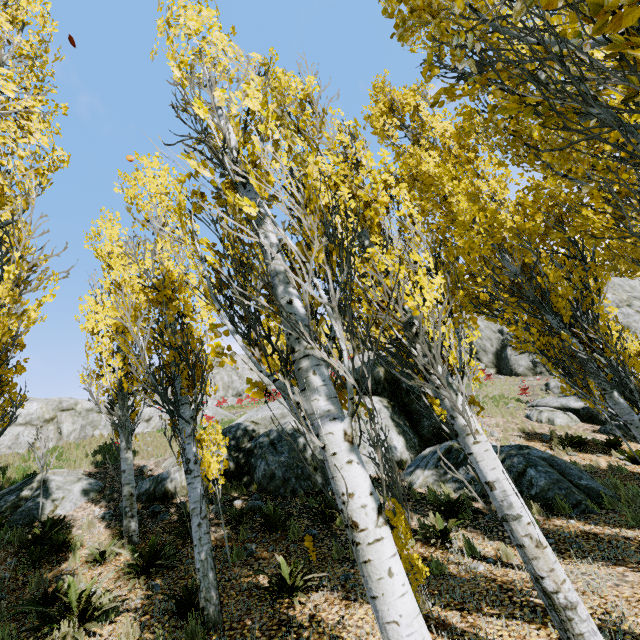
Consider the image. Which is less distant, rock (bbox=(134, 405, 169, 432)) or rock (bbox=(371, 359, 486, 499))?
rock (bbox=(371, 359, 486, 499))

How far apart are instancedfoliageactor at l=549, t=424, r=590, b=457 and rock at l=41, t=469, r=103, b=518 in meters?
16.0

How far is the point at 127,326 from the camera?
5.9m

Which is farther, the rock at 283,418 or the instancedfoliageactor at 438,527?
the rock at 283,418

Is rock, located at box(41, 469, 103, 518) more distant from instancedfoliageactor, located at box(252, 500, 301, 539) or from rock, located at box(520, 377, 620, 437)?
instancedfoliageactor, located at box(252, 500, 301, 539)

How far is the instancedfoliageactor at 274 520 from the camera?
7.1 meters

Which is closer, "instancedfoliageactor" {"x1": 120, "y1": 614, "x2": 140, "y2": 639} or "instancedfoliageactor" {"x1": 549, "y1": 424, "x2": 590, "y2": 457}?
"instancedfoliageactor" {"x1": 120, "y1": 614, "x2": 140, "y2": 639}

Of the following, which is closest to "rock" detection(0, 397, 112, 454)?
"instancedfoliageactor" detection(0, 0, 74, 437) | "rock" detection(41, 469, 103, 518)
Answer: "rock" detection(41, 469, 103, 518)
